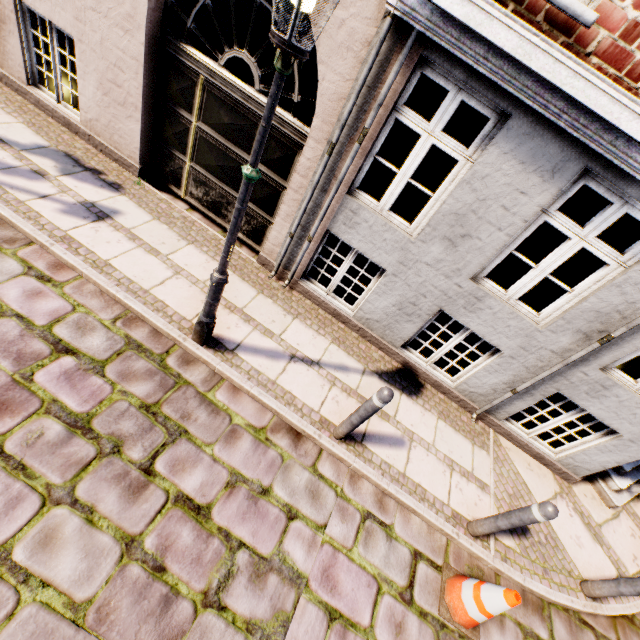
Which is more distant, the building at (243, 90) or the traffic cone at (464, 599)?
the building at (243, 90)

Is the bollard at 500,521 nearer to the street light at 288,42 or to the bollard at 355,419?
the bollard at 355,419

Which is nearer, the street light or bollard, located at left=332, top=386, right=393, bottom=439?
the street light

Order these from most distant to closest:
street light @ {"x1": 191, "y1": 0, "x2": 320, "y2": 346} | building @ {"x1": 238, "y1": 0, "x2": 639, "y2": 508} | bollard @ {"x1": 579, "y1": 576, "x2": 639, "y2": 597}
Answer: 1. bollard @ {"x1": 579, "y1": 576, "x2": 639, "y2": 597}
2. building @ {"x1": 238, "y1": 0, "x2": 639, "y2": 508}
3. street light @ {"x1": 191, "y1": 0, "x2": 320, "y2": 346}

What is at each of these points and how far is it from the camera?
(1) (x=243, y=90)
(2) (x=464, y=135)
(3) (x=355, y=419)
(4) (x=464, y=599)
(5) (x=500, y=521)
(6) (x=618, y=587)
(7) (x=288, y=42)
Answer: (1) building, 4.2m
(2) building, 8.6m
(3) bollard, 3.6m
(4) traffic cone, 3.2m
(5) bollard, 3.6m
(6) bollard, 3.7m
(7) street light, 1.8m

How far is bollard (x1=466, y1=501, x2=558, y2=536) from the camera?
3.19m

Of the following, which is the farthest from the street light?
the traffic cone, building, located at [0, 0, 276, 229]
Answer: the traffic cone

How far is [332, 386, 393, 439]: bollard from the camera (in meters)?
3.21
